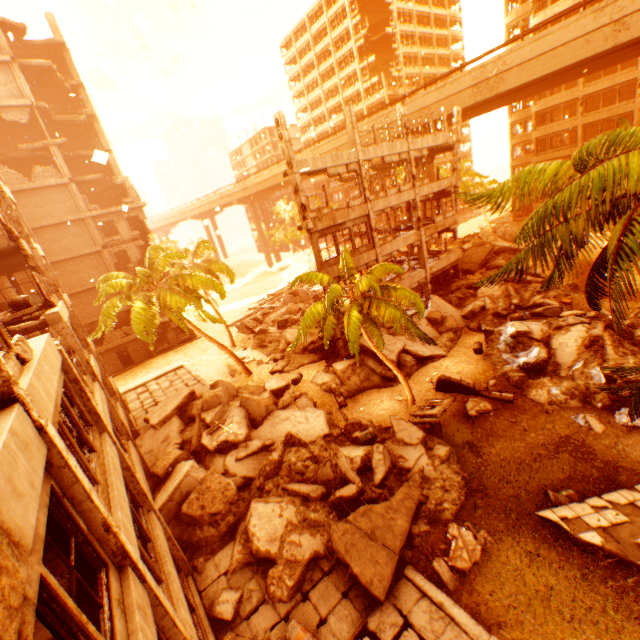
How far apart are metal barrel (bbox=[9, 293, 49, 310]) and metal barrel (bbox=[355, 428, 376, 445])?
13.97m

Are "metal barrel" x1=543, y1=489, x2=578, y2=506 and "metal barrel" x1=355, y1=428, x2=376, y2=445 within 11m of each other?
yes

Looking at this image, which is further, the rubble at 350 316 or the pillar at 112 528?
the rubble at 350 316

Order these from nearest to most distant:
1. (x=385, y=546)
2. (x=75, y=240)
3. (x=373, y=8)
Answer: (x=385, y=546), (x=75, y=240), (x=373, y=8)

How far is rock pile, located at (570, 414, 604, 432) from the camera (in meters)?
13.07

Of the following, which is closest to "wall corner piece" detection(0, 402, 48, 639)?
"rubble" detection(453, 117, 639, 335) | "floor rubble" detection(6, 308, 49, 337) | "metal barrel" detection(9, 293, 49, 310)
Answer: "rubble" detection(453, 117, 639, 335)

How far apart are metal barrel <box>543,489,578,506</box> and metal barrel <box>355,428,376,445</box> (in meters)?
6.15

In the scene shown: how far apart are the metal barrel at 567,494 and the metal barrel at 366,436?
6.15m
